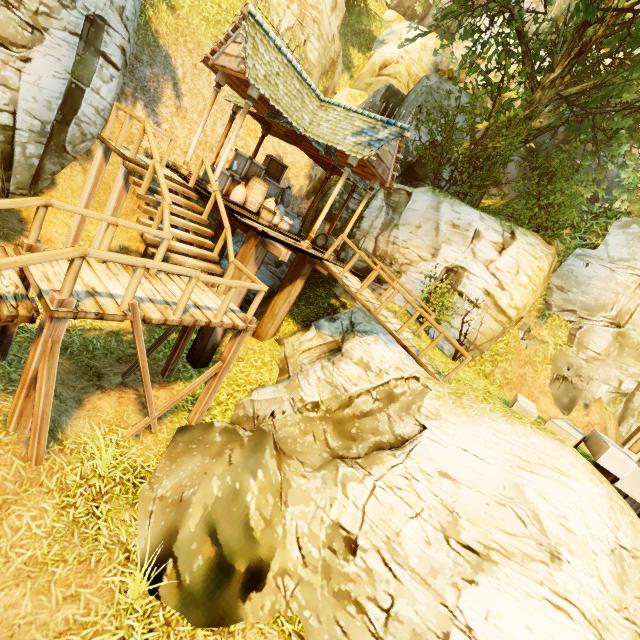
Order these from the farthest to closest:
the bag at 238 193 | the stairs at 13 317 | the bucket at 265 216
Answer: the bag at 238 193, the bucket at 265 216, the stairs at 13 317

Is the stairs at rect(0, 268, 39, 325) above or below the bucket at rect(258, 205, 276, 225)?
below

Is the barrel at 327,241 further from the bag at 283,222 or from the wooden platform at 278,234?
the bag at 283,222

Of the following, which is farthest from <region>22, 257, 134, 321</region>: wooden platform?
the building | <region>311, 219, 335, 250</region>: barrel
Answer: <region>311, 219, 335, 250</region>: barrel

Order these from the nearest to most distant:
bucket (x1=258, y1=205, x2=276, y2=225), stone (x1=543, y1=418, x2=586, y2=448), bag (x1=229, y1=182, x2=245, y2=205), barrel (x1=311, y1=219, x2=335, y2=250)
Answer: stone (x1=543, y1=418, x2=586, y2=448)
bucket (x1=258, y1=205, x2=276, y2=225)
bag (x1=229, y1=182, x2=245, y2=205)
barrel (x1=311, y1=219, x2=335, y2=250)

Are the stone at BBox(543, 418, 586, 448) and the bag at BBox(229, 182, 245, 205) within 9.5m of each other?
no

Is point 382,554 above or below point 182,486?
above

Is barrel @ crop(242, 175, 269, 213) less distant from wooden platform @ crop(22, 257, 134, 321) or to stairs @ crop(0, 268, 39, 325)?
wooden platform @ crop(22, 257, 134, 321)
